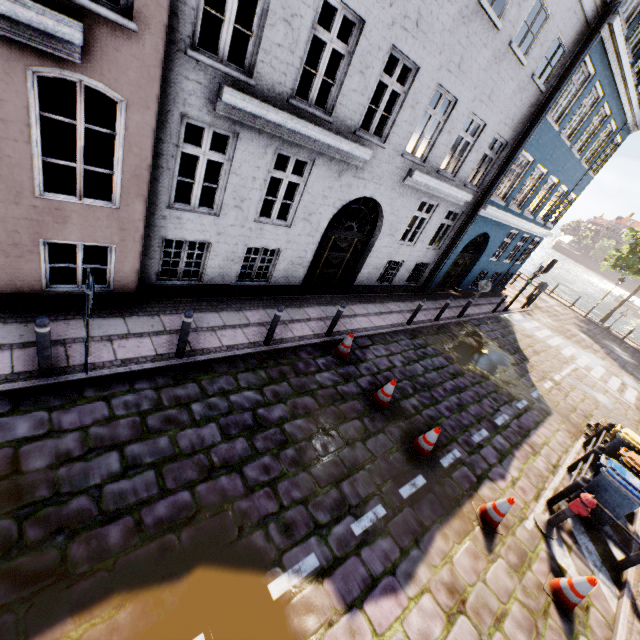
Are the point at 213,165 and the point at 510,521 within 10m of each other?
no

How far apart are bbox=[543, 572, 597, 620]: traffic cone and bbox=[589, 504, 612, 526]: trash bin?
2.19m

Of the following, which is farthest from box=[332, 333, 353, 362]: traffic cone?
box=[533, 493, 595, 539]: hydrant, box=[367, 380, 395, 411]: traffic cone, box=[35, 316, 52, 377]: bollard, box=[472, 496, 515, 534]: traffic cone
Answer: box=[35, 316, 52, 377]: bollard

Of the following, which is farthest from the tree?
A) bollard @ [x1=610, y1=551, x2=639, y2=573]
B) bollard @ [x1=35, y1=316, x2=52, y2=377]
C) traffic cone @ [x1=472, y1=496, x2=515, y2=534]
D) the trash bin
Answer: bollard @ [x1=35, y1=316, x2=52, y2=377]

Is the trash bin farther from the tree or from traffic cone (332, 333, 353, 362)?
A: the tree

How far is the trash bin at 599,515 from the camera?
6.9m

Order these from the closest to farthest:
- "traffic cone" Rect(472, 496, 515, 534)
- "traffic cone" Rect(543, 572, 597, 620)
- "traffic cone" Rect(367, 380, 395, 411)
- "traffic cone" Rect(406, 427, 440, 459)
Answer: "traffic cone" Rect(543, 572, 597, 620), "traffic cone" Rect(472, 496, 515, 534), "traffic cone" Rect(406, 427, 440, 459), "traffic cone" Rect(367, 380, 395, 411)

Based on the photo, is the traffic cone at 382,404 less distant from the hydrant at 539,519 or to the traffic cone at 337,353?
the traffic cone at 337,353
